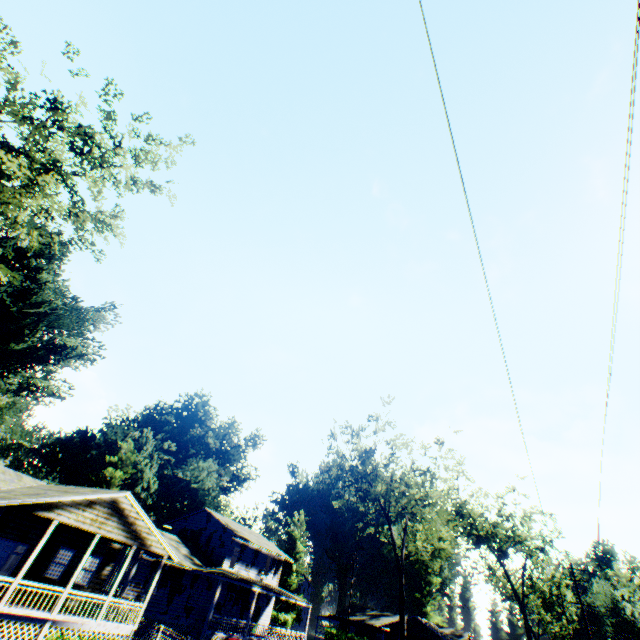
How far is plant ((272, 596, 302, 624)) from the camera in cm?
5503

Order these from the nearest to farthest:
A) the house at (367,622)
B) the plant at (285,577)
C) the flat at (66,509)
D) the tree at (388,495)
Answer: the flat at (66,509) < the tree at (388,495) < the house at (367,622) < the plant at (285,577)

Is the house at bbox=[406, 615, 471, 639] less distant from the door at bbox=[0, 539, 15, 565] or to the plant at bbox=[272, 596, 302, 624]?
the plant at bbox=[272, 596, 302, 624]

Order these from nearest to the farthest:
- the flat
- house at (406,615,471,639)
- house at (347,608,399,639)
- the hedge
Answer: the flat
house at (406,615,471,639)
house at (347,608,399,639)
the hedge

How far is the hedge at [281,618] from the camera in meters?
51.0

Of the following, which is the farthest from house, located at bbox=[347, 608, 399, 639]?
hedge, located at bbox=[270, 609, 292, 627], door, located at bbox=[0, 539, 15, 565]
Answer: door, located at bbox=[0, 539, 15, 565]

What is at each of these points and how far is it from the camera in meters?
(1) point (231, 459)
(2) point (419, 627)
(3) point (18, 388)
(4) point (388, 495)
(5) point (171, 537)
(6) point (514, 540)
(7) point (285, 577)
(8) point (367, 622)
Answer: (1) plant, 57.3 m
(2) house, 48.1 m
(3) plant, 38.8 m
(4) tree, 31.7 m
(5) house, 32.9 m
(6) plant, 49.6 m
(7) plant, 58.2 m
(8) house, 54.4 m

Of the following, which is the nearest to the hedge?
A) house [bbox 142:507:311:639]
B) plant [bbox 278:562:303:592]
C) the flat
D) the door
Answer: plant [bbox 278:562:303:592]
